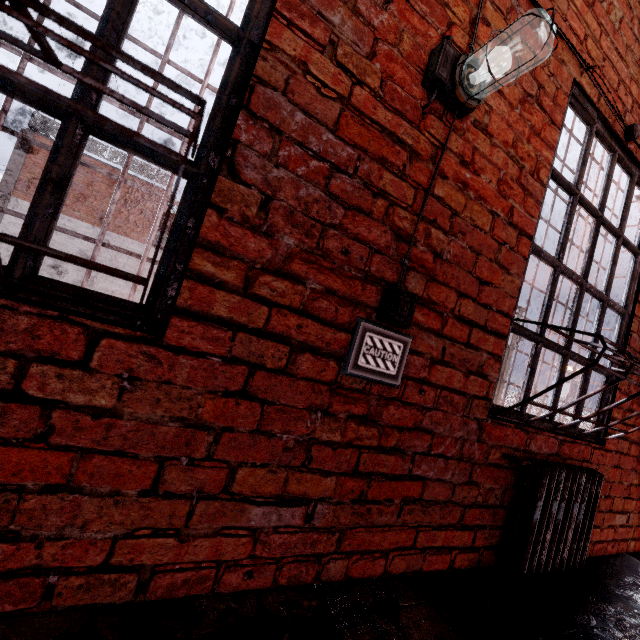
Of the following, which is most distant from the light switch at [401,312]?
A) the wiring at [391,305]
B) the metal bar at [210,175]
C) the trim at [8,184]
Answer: the trim at [8,184]

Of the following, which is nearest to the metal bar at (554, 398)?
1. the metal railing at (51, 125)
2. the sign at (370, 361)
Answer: the sign at (370, 361)

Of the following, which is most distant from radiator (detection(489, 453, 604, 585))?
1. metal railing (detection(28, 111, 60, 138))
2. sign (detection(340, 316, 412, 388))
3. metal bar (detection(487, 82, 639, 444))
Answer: metal railing (detection(28, 111, 60, 138))

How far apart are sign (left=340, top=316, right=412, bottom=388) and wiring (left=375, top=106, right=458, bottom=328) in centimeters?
7cm

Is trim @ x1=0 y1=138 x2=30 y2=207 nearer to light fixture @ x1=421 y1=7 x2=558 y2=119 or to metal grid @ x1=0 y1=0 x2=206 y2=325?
metal grid @ x1=0 y1=0 x2=206 y2=325

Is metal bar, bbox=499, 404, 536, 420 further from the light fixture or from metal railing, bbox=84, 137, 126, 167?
metal railing, bbox=84, 137, 126, 167

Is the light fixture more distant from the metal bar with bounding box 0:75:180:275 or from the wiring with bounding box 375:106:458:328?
the metal bar with bounding box 0:75:180:275

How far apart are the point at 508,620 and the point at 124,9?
2.6 meters
